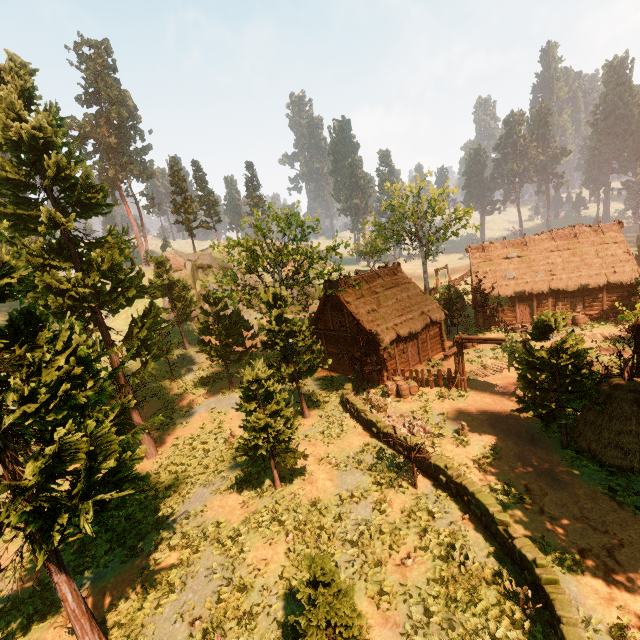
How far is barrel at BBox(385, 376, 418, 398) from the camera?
20.7m

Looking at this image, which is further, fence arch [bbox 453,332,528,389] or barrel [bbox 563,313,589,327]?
barrel [bbox 563,313,589,327]

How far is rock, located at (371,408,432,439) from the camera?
16.84m

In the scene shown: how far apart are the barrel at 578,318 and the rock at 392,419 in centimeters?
1851cm

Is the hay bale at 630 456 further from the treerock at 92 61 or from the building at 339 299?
the building at 339 299

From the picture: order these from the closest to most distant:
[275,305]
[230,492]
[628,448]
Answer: [628,448]
[230,492]
[275,305]

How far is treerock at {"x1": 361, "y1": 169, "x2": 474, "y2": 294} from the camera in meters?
36.4 m
